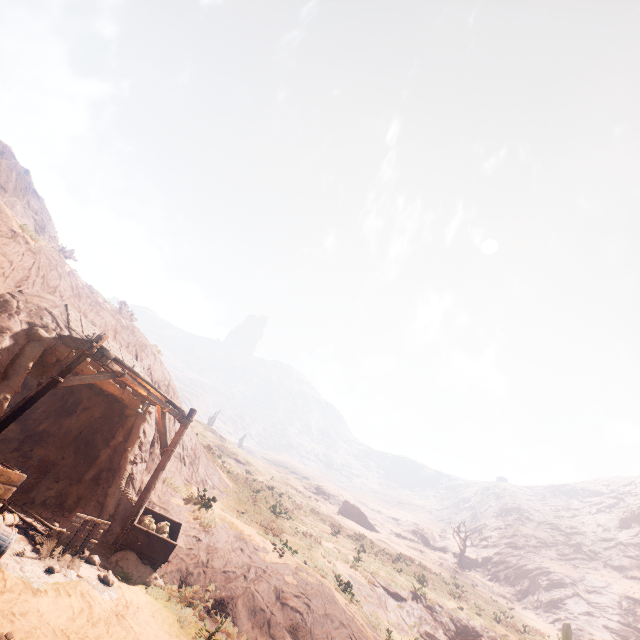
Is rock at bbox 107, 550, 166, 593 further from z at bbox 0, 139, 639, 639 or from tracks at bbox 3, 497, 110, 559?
z at bbox 0, 139, 639, 639

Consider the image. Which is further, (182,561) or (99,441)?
(99,441)

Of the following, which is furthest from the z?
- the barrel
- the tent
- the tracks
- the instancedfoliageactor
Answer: the barrel

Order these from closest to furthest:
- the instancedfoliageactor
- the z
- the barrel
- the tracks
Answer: the barrel < the tracks < the z < the instancedfoliageactor

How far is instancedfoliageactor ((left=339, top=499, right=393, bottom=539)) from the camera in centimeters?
4972cm

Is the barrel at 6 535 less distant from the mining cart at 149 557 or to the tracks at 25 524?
the tracks at 25 524

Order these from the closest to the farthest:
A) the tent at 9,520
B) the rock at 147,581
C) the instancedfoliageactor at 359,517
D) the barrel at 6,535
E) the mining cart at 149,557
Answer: the barrel at 6,535, the tent at 9,520, the rock at 147,581, the mining cart at 149,557, the instancedfoliageactor at 359,517

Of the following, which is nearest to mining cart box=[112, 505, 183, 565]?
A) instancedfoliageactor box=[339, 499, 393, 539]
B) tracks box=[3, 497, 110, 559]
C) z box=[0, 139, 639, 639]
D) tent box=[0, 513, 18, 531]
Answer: tracks box=[3, 497, 110, 559]
